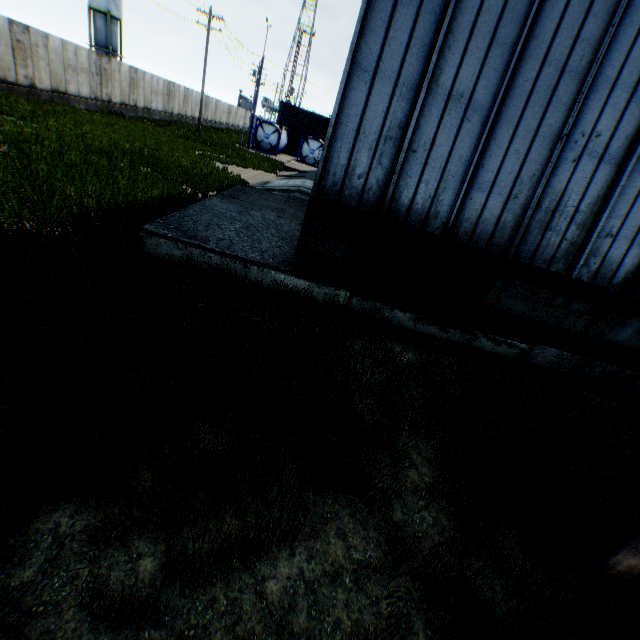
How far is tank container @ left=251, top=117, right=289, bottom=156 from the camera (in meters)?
34.75

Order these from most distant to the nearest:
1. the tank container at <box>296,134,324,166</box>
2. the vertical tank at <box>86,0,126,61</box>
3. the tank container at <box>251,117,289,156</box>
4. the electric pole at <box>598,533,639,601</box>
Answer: the vertical tank at <box>86,0,126,61</box> < the tank container at <box>296,134,324,166</box> < the tank container at <box>251,117,289,156</box> < the electric pole at <box>598,533,639,601</box>

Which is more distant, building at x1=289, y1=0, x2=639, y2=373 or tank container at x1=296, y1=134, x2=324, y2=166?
tank container at x1=296, y1=134, x2=324, y2=166

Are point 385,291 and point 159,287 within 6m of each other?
yes

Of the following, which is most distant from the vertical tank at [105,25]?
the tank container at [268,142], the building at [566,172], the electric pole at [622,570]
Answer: the electric pole at [622,570]

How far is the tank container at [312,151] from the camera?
35.3m

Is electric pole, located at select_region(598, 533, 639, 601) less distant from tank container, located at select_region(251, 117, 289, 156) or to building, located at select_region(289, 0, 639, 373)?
building, located at select_region(289, 0, 639, 373)
